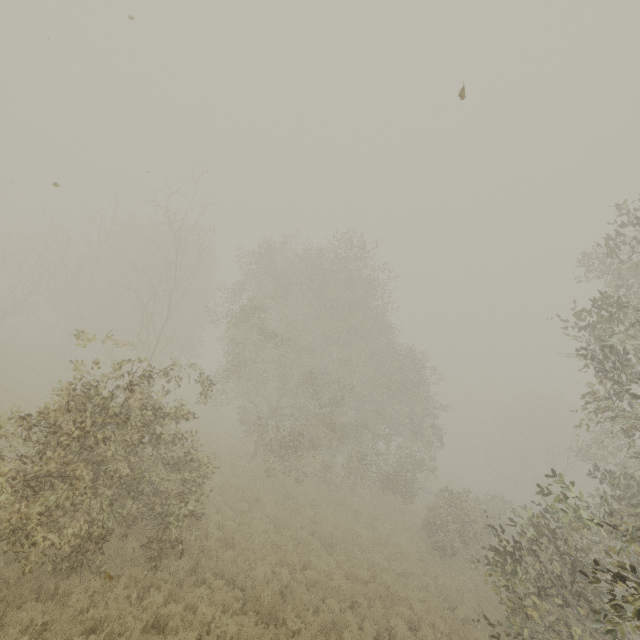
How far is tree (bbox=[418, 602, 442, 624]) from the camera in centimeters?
1141cm

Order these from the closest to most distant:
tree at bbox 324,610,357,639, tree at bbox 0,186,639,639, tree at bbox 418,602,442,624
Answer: tree at bbox 0,186,639,639, tree at bbox 324,610,357,639, tree at bbox 418,602,442,624

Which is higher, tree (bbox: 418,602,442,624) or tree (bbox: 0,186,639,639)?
tree (bbox: 0,186,639,639)

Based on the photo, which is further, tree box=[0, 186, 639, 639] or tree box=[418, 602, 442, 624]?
tree box=[418, 602, 442, 624]

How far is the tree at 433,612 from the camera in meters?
11.4

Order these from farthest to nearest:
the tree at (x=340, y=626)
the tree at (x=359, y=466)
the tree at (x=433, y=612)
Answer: the tree at (x=433, y=612) < the tree at (x=340, y=626) < the tree at (x=359, y=466)

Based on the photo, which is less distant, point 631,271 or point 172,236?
point 631,271
